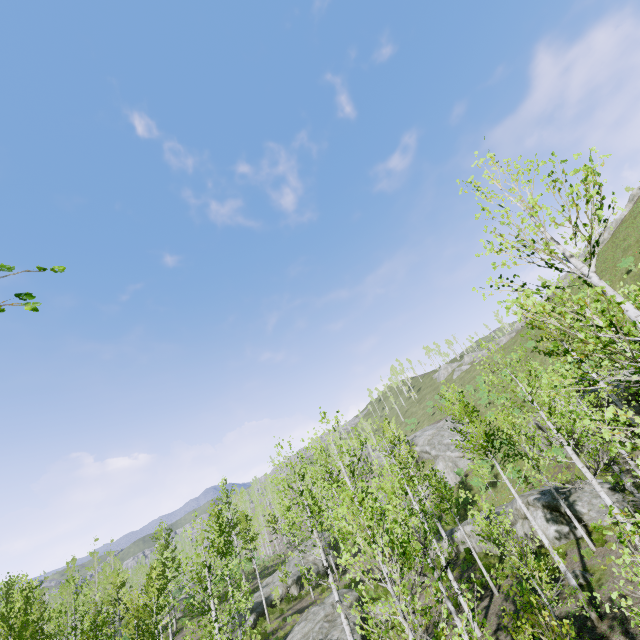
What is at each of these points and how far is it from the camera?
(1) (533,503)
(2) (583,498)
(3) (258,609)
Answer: (1) rock, 19.53m
(2) rock, 17.91m
(3) rock, 29.67m

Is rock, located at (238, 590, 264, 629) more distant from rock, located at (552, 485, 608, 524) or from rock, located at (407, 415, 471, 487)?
rock, located at (407, 415, 471, 487)

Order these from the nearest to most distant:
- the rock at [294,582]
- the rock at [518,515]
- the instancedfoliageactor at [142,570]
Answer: the instancedfoliageactor at [142,570] → the rock at [518,515] → the rock at [294,582]

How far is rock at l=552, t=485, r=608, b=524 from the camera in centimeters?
1689cm

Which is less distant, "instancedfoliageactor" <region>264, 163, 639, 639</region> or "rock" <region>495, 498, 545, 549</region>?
"instancedfoliageactor" <region>264, 163, 639, 639</region>

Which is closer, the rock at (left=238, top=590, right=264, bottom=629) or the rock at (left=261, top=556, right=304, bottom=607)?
the rock at (left=238, top=590, right=264, bottom=629)

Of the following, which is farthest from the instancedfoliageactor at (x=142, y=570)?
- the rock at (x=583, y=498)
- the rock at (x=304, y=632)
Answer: the rock at (x=304, y=632)

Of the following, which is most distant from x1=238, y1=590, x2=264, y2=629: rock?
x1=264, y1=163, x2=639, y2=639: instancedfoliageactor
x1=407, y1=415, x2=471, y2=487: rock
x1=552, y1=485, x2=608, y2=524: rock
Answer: x1=407, y1=415, x2=471, y2=487: rock
